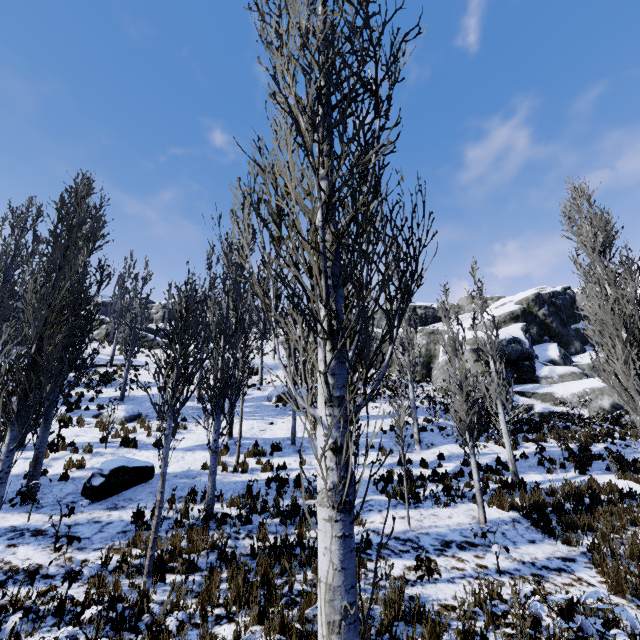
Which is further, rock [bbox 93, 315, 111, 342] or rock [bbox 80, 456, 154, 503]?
rock [bbox 93, 315, 111, 342]

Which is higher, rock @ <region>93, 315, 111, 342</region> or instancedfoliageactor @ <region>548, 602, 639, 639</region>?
rock @ <region>93, 315, 111, 342</region>

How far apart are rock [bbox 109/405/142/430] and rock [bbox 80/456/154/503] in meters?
5.0 m

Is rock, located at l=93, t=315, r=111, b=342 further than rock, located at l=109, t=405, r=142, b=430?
Yes

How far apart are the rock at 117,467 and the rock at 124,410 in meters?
5.0

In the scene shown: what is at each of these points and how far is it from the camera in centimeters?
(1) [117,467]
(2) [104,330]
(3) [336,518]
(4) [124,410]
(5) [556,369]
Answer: (1) rock, 892cm
(2) rock, 3475cm
(3) instancedfoliageactor, 265cm
(4) rock, 1505cm
(5) rock, 2277cm

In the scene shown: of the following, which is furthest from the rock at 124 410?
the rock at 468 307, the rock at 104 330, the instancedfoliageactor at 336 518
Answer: the rock at 468 307

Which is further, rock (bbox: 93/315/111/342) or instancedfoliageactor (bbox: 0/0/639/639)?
rock (bbox: 93/315/111/342)
